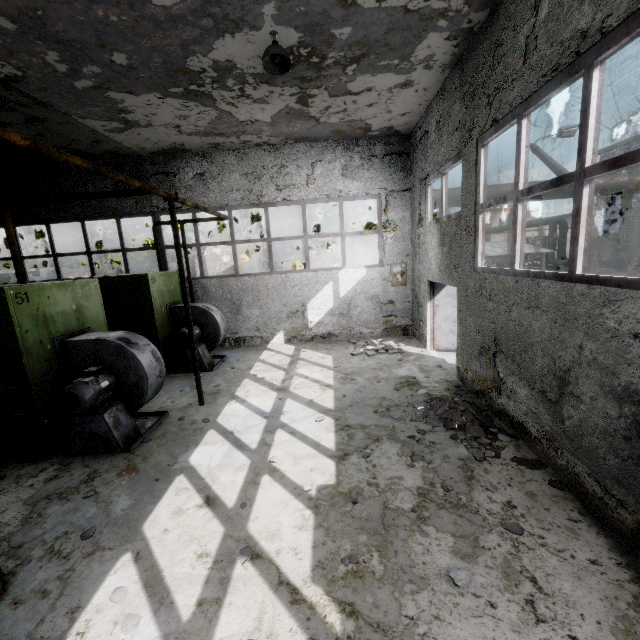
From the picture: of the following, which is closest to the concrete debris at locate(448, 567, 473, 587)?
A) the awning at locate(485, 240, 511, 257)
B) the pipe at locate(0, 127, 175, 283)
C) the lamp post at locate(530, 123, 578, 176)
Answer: the awning at locate(485, 240, 511, 257)

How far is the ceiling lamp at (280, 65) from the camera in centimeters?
529cm

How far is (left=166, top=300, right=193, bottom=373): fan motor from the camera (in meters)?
9.08

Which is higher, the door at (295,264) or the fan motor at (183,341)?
the door at (295,264)

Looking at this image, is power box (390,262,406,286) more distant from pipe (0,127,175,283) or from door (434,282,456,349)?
door (434,282,456,349)

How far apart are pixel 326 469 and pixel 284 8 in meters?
7.1 m

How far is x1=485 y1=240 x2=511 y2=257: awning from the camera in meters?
6.9

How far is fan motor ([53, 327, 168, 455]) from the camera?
5.5 meters
